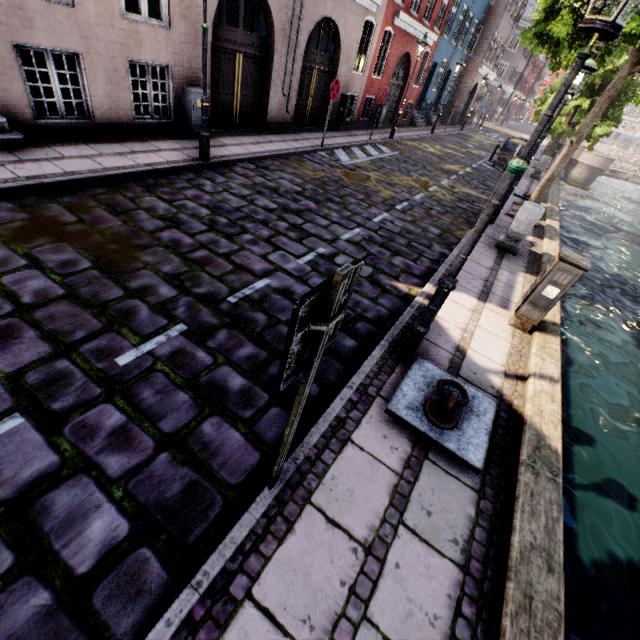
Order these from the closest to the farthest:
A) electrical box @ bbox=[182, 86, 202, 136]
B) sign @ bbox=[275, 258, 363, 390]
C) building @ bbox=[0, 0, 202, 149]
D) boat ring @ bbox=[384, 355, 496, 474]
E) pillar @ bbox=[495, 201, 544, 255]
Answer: sign @ bbox=[275, 258, 363, 390]
boat ring @ bbox=[384, 355, 496, 474]
building @ bbox=[0, 0, 202, 149]
pillar @ bbox=[495, 201, 544, 255]
electrical box @ bbox=[182, 86, 202, 136]

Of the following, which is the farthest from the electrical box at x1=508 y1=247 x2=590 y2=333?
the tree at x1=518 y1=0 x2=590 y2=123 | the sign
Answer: the tree at x1=518 y1=0 x2=590 y2=123

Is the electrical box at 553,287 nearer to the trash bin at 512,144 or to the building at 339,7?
the building at 339,7

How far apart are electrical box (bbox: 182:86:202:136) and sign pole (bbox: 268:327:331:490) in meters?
9.1

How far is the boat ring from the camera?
3.1m

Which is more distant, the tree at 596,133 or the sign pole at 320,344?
the tree at 596,133

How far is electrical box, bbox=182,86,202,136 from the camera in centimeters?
796cm

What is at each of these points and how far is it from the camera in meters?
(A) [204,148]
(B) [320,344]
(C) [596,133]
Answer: (A) street light, 7.1
(B) sign pole, 1.4
(C) tree, 17.6
